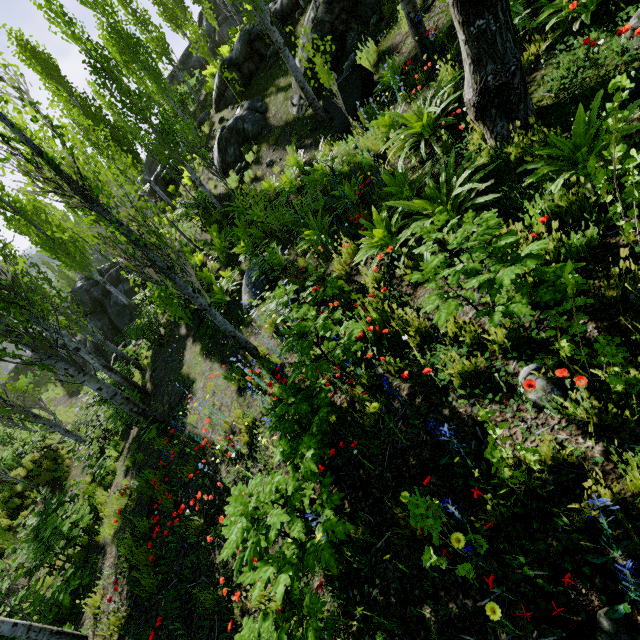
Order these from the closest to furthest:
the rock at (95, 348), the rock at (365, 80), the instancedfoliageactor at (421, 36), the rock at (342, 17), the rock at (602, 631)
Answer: the rock at (602, 631) < the instancedfoliageactor at (421, 36) < the rock at (365, 80) < the rock at (342, 17) < the rock at (95, 348)

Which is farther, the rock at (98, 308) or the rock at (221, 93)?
the rock at (98, 308)

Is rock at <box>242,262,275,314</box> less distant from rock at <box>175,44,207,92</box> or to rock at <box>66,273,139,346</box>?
rock at <box>66,273,139,346</box>

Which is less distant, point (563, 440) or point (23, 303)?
point (563, 440)

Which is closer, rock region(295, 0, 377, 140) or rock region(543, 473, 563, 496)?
rock region(543, 473, 563, 496)

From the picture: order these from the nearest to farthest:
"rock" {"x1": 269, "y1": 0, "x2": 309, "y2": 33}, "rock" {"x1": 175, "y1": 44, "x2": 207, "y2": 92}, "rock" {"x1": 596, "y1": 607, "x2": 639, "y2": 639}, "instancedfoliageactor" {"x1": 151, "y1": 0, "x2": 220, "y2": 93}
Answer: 1. "rock" {"x1": 596, "y1": 607, "x2": 639, "y2": 639}
2. "rock" {"x1": 269, "y1": 0, "x2": 309, "y2": 33}
3. "instancedfoliageactor" {"x1": 151, "y1": 0, "x2": 220, "y2": 93}
4. "rock" {"x1": 175, "y1": 44, "x2": 207, "y2": 92}

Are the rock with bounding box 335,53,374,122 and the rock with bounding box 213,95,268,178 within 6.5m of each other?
yes

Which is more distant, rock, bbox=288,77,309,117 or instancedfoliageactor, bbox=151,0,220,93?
instancedfoliageactor, bbox=151,0,220,93
